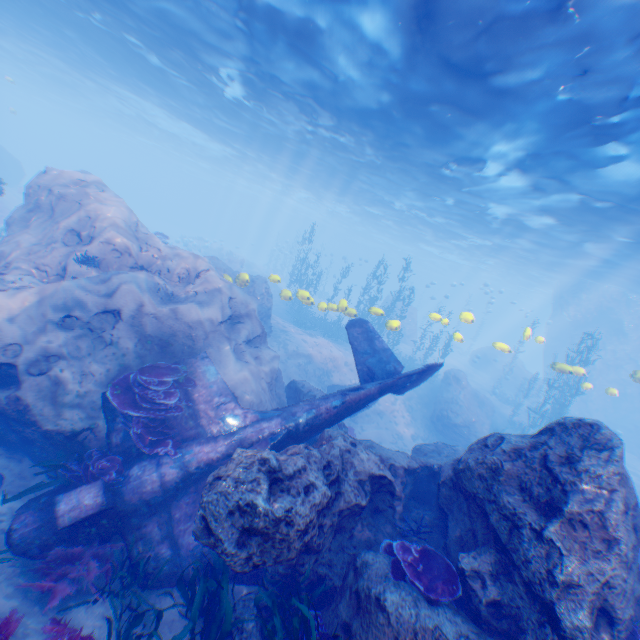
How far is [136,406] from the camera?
6.9m

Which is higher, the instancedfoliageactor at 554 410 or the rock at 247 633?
the instancedfoliageactor at 554 410

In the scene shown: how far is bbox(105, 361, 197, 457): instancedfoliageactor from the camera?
6.8m

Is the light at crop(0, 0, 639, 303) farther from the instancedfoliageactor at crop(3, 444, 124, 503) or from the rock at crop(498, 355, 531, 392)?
the instancedfoliageactor at crop(3, 444, 124, 503)

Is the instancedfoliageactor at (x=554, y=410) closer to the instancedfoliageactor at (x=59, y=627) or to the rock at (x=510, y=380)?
the rock at (x=510, y=380)

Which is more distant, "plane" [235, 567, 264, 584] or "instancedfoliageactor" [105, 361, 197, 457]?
"instancedfoliageactor" [105, 361, 197, 457]

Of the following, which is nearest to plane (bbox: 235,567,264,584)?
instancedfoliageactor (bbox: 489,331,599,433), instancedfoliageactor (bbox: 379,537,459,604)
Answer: instancedfoliageactor (bbox: 379,537,459,604)

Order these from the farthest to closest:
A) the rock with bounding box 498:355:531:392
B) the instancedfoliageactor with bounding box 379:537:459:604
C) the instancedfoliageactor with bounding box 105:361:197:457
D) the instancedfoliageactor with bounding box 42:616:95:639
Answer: the rock with bounding box 498:355:531:392 < the instancedfoliageactor with bounding box 105:361:197:457 < the instancedfoliageactor with bounding box 379:537:459:604 < the instancedfoliageactor with bounding box 42:616:95:639
